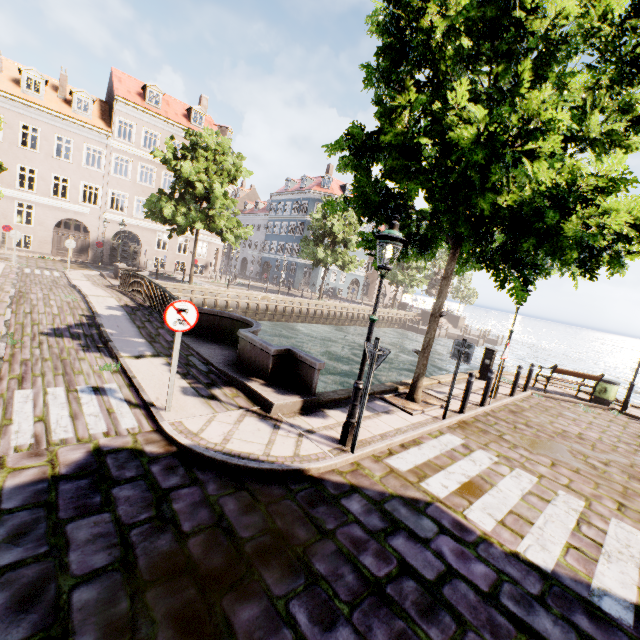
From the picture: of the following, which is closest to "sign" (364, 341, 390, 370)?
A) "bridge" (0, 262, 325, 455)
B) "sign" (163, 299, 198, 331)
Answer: "bridge" (0, 262, 325, 455)

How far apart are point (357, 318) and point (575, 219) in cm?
3356

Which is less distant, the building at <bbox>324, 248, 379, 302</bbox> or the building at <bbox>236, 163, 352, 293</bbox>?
the building at <bbox>236, 163, 352, 293</bbox>

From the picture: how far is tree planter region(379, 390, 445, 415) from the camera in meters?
7.7

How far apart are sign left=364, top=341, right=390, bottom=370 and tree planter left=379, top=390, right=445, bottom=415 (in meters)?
2.98

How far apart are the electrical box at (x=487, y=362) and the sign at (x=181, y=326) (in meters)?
11.16

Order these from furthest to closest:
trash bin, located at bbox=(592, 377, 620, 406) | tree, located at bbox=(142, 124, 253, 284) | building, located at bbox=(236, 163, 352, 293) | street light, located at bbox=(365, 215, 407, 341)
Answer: building, located at bbox=(236, 163, 352, 293) < tree, located at bbox=(142, 124, 253, 284) < trash bin, located at bbox=(592, 377, 620, 406) < street light, located at bbox=(365, 215, 407, 341)

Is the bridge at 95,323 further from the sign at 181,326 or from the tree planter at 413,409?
the tree planter at 413,409
